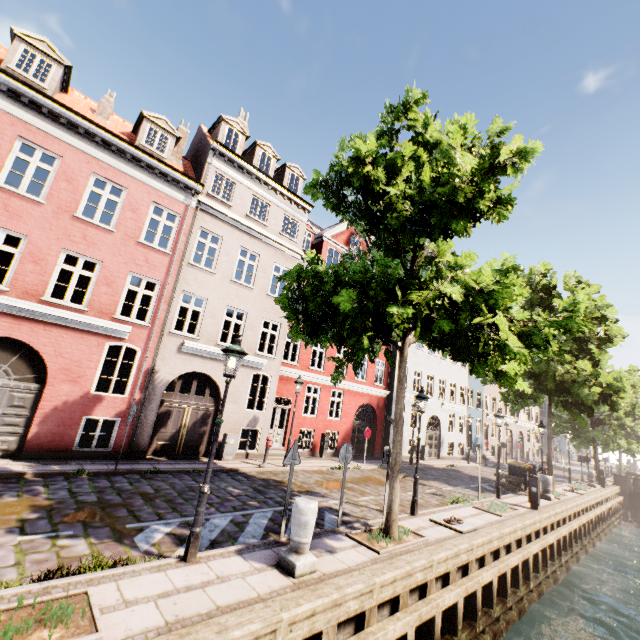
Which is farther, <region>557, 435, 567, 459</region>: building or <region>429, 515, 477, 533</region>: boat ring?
<region>557, 435, 567, 459</region>: building

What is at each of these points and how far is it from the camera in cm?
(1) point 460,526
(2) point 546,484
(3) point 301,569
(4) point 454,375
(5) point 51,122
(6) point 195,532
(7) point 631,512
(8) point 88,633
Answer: (1) boat ring, 913
(2) pillar, 1574
(3) pillar, 539
(4) building, 2908
(5) building, 1060
(6) street light, 539
(7) bridge, 2548
(8) tree planter, 354

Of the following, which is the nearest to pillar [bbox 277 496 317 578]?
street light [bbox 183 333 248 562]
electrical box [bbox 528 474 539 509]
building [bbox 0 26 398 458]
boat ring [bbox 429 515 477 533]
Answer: street light [bbox 183 333 248 562]

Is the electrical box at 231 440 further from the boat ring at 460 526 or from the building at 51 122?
the building at 51 122

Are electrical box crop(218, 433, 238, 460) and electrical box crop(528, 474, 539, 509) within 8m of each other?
no

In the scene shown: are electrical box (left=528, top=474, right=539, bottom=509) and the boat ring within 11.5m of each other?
yes

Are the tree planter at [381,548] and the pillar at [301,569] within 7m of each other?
yes

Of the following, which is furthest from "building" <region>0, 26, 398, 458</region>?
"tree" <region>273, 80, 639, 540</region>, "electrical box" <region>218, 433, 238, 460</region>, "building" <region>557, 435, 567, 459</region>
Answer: "electrical box" <region>218, 433, 238, 460</region>
